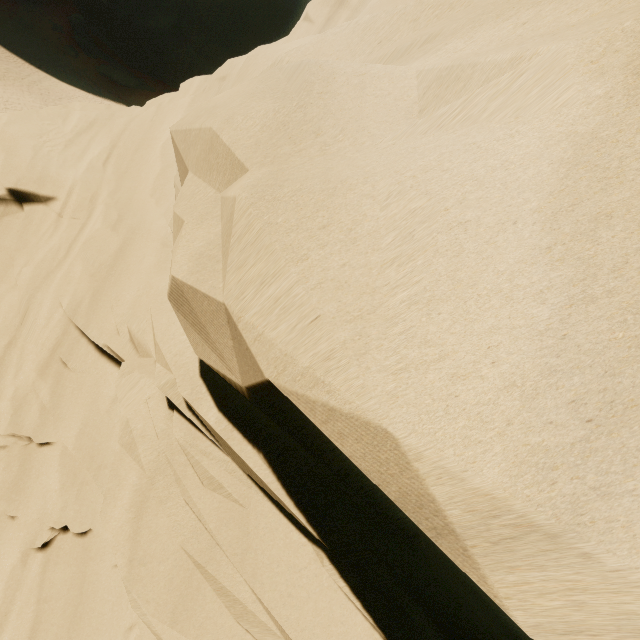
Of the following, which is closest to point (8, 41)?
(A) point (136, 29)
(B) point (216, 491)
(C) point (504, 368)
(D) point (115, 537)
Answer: (A) point (136, 29)
